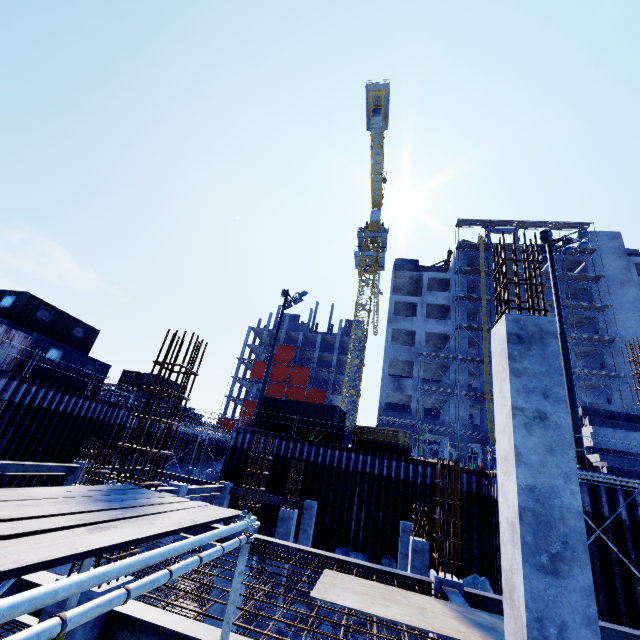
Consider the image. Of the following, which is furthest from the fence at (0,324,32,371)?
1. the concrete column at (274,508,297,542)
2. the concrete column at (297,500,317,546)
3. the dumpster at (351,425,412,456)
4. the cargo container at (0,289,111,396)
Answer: the dumpster at (351,425,412,456)

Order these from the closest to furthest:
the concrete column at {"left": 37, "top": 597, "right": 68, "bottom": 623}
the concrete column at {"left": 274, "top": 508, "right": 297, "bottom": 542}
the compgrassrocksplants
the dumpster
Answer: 1. the concrete column at {"left": 37, "top": 597, "right": 68, "bottom": 623}
2. the concrete column at {"left": 274, "top": 508, "right": 297, "bottom": 542}
3. the compgrassrocksplants
4. the dumpster

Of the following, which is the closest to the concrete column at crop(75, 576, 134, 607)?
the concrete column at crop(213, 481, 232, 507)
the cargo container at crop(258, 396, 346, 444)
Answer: the concrete column at crop(213, 481, 232, 507)

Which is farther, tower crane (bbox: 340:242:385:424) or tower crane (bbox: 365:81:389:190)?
tower crane (bbox: 340:242:385:424)

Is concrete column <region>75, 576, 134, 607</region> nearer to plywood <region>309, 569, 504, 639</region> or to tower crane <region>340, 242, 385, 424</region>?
plywood <region>309, 569, 504, 639</region>

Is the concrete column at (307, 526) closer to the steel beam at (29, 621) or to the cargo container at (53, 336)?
the steel beam at (29, 621)

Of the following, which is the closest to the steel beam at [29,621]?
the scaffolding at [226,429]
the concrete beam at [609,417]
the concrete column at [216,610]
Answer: the concrete column at [216,610]

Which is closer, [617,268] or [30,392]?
[30,392]
